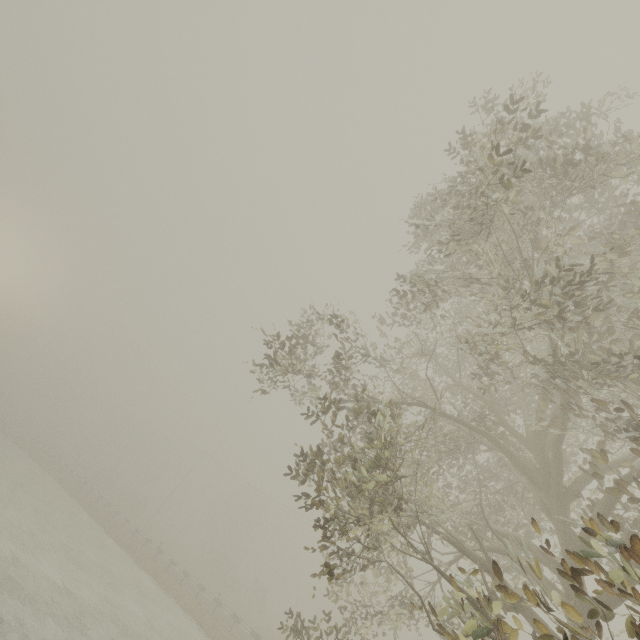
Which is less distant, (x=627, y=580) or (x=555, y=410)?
(x=627, y=580)

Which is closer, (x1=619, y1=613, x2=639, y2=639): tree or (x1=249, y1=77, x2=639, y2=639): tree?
(x1=619, y1=613, x2=639, y2=639): tree

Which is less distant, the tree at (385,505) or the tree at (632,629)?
the tree at (632,629)
